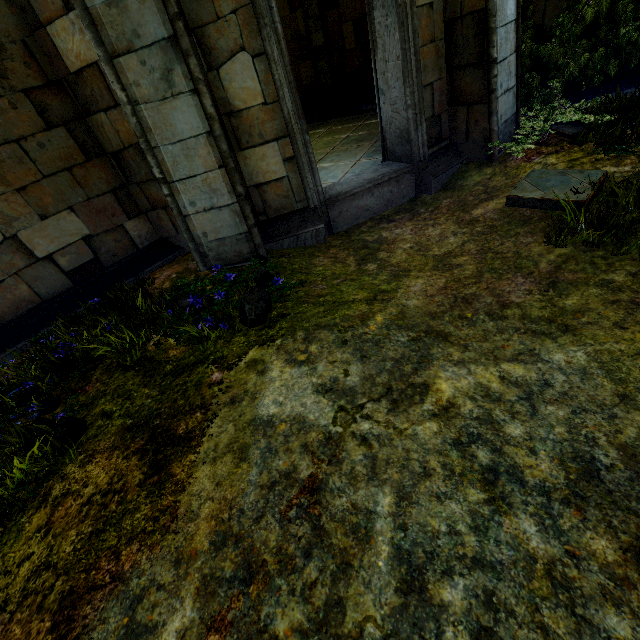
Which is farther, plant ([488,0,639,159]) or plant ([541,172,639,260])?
plant ([488,0,639,159])

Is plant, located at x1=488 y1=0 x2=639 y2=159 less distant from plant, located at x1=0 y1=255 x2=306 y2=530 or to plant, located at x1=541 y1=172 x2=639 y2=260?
plant, located at x1=541 y1=172 x2=639 y2=260

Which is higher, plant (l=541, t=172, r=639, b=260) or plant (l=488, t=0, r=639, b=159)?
plant (l=488, t=0, r=639, b=159)

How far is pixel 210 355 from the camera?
3.11m

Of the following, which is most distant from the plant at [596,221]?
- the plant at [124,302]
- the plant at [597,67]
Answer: the plant at [124,302]

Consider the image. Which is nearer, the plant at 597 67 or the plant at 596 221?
the plant at 596 221
